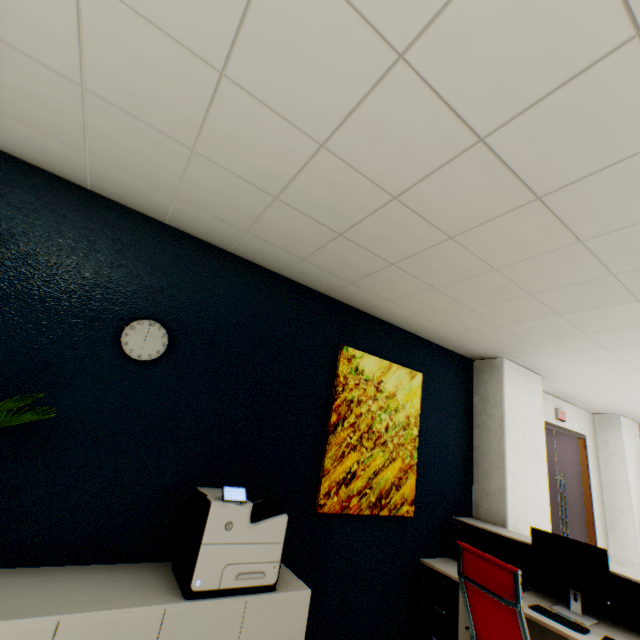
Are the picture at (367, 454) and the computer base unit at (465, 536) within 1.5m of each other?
yes

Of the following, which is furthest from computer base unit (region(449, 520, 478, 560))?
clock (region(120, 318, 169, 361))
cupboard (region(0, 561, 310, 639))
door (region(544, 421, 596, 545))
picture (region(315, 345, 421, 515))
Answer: clock (region(120, 318, 169, 361))

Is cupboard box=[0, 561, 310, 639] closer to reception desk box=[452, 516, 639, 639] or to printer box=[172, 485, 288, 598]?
printer box=[172, 485, 288, 598]

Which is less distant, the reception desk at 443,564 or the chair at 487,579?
the chair at 487,579

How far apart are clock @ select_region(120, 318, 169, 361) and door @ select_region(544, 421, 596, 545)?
5.2 meters

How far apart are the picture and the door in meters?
2.5 m

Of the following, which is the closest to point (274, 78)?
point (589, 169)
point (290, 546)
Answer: point (589, 169)

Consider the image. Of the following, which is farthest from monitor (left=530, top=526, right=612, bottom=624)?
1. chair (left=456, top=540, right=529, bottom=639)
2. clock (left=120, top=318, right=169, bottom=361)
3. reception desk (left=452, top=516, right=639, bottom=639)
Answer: clock (left=120, top=318, right=169, bottom=361)
